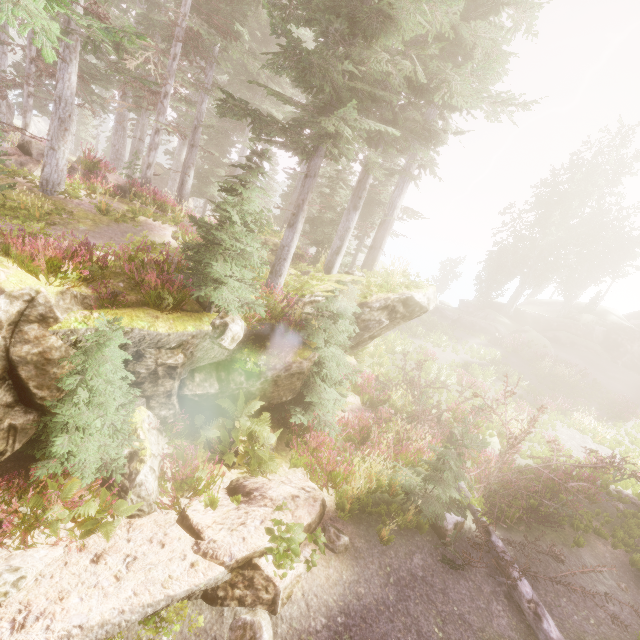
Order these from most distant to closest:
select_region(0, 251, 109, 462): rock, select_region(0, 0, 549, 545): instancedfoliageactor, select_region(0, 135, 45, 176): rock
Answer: select_region(0, 135, 45, 176): rock < select_region(0, 0, 549, 545): instancedfoliageactor < select_region(0, 251, 109, 462): rock

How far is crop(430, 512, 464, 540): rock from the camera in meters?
7.8 m

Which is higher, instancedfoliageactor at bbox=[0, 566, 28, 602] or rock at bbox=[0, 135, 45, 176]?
rock at bbox=[0, 135, 45, 176]

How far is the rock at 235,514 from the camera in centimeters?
553cm

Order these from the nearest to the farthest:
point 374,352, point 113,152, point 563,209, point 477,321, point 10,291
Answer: point 10,291, point 374,352, point 113,152, point 477,321, point 563,209

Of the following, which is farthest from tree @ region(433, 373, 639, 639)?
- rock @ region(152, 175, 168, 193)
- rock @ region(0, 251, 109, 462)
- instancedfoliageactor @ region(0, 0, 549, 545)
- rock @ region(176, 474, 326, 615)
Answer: rock @ region(152, 175, 168, 193)

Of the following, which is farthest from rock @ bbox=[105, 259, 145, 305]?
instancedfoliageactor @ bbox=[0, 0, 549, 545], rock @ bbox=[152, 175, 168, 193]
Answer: rock @ bbox=[152, 175, 168, 193]

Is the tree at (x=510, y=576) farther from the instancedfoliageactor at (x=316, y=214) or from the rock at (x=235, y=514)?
the rock at (x=235, y=514)
